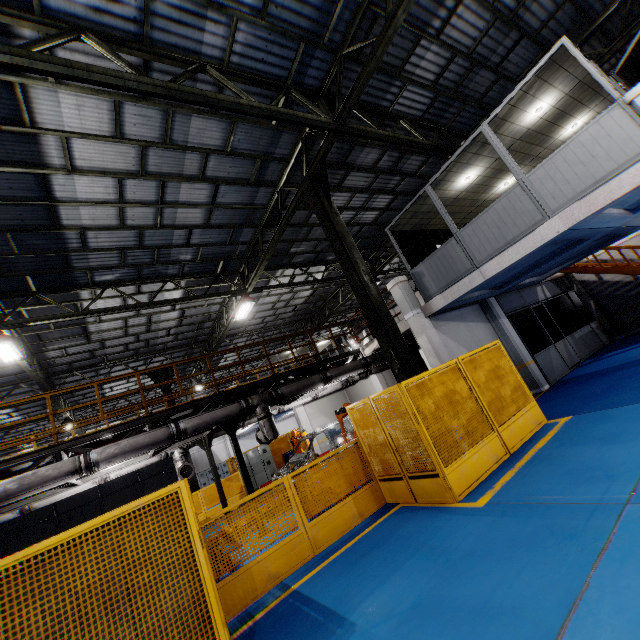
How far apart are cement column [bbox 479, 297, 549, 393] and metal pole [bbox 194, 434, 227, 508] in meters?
11.8 m

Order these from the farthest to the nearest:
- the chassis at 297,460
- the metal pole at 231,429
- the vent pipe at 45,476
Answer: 1. the chassis at 297,460
2. the metal pole at 231,429
3. the vent pipe at 45,476

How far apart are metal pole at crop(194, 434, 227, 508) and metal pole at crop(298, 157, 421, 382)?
8.46m

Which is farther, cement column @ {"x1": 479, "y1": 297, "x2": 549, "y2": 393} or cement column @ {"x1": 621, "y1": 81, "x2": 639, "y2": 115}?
cement column @ {"x1": 479, "y1": 297, "x2": 549, "y2": 393}

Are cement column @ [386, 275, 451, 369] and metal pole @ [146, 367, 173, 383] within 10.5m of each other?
no

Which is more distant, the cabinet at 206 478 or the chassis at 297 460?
the cabinet at 206 478

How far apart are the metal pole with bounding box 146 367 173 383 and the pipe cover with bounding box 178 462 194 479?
4.59m

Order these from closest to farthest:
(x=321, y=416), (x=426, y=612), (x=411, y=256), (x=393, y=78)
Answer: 1. (x=426, y=612)
2. (x=393, y=78)
3. (x=321, y=416)
4. (x=411, y=256)
